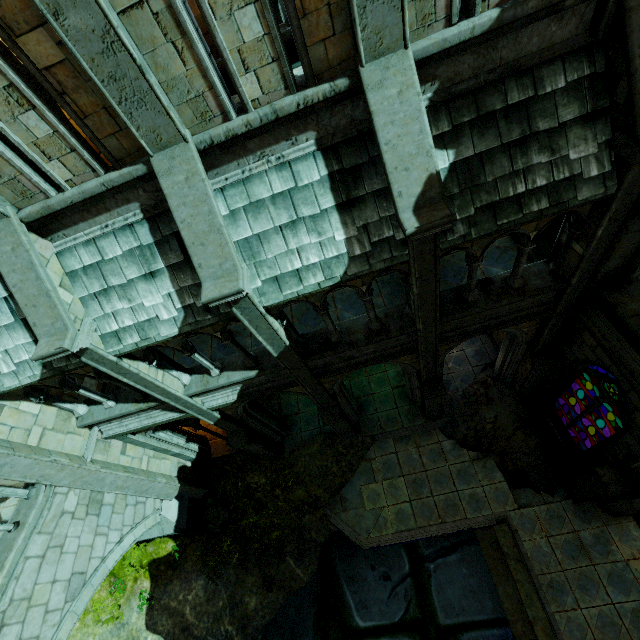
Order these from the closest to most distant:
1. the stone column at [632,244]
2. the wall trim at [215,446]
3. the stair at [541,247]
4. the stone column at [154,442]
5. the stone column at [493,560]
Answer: the stone column at [632,244] → the stair at [541,247] → the stone column at [493,560] → the stone column at [154,442] → the wall trim at [215,446]

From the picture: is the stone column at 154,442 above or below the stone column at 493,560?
above

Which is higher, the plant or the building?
the building

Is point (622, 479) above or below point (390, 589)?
above

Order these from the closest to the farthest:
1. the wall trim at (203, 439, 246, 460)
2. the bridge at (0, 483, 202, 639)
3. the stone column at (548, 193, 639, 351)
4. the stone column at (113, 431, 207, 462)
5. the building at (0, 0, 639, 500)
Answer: the building at (0, 0, 639, 500), the stone column at (548, 193, 639, 351), the bridge at (0, 483, 202, 639), the stone column at (113, 431, 207, 462), the wall trim at (203, 439, 246, 460)

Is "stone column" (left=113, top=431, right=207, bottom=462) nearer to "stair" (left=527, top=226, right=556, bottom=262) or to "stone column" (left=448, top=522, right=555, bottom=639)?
"stone column" (left=448, top=522, right=555, bottom=639)

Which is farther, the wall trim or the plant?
the wall trim

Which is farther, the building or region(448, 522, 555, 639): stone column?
region(448, 522, 555, 639): stone column
